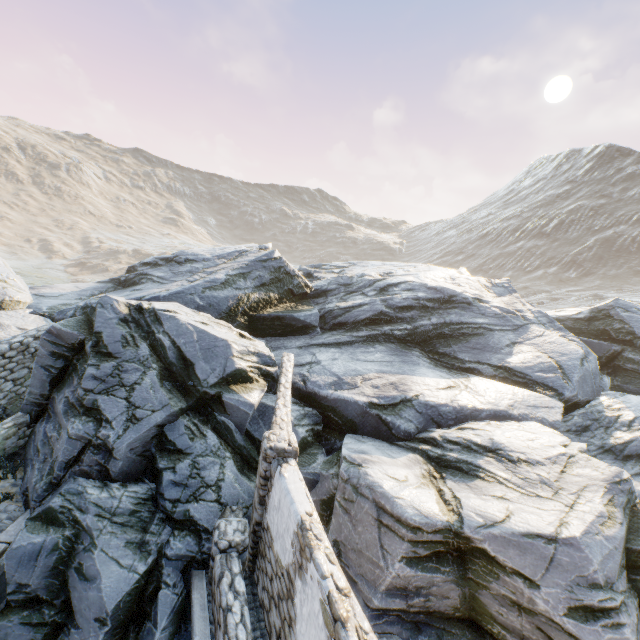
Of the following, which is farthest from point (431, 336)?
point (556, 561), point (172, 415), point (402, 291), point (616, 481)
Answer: point (172, 415)

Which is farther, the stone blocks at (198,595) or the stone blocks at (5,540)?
the stone blocks at (5,540)

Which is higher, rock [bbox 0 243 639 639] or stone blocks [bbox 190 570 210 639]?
rock [bbox 0 243 639 639]

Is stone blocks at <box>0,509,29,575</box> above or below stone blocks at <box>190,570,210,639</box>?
above

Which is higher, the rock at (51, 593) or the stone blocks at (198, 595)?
the rock at (51, 593)

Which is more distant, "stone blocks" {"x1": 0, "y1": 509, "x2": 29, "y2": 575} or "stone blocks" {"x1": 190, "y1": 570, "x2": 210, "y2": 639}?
"stone blocks" {"x1": 0, "y1": 509, "x2": 29, "y2": 575}
